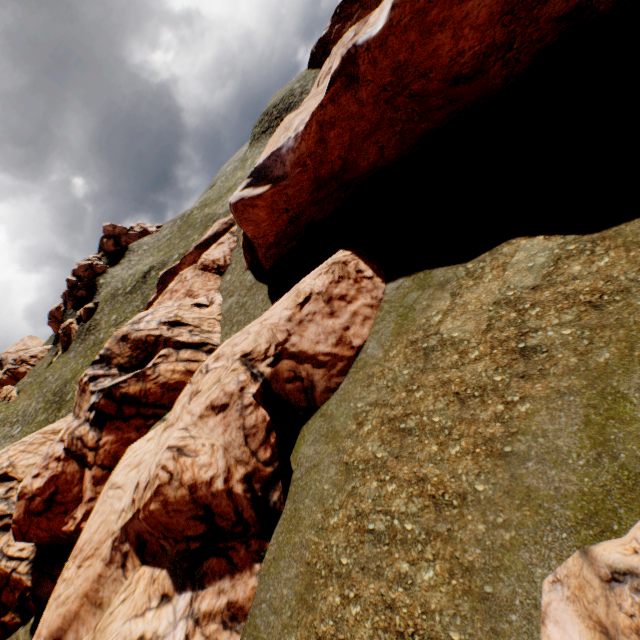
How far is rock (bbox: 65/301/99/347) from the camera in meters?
57.3 m

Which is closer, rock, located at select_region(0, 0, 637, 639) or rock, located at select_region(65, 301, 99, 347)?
rock, located at select_region(0, 0, 637, 639)

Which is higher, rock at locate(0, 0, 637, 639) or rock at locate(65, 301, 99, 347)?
rock at locate(65, 301, 99, 347)

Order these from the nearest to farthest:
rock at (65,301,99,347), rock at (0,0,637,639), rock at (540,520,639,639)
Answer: rock at (540,520,639,639) < rock at (0,0,637,639) < rock at (65,301,99,347)

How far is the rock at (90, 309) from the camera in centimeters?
5728cm

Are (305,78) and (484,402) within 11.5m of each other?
no

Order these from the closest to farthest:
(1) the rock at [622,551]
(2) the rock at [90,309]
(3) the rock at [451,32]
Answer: (1) the rock at [622,551] < (3) the rock at [451,32] < (2) the rock at [90,309]
